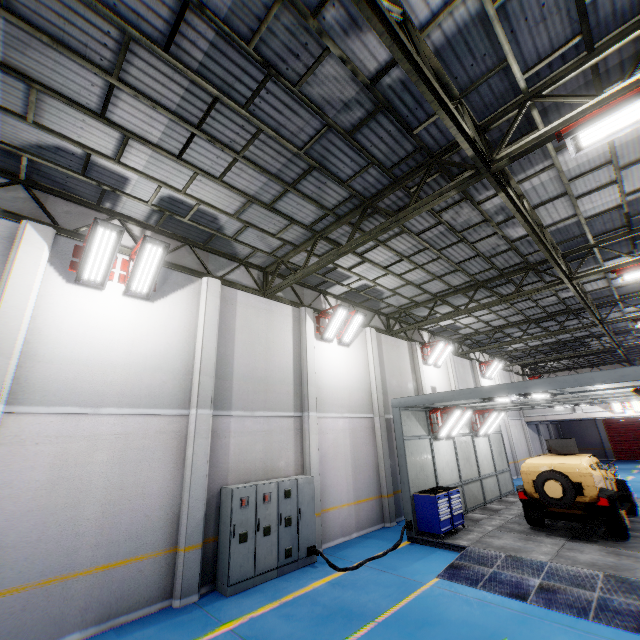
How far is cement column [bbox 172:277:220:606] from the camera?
7.19m

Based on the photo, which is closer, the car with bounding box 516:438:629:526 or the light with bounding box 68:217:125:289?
the light with bounding box 68:217:125:289

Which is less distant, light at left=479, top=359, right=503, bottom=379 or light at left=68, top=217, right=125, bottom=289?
light at left=68, top=217, right=125, bottom=289

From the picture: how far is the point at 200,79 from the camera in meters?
5.5

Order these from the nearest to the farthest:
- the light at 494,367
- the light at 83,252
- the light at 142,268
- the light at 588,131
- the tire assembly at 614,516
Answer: the light at 588,131, the light at 83,252, the light at 142,268, the tire assembly at 614,516, the light at 494,367

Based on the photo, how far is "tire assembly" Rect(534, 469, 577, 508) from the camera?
9.3 meters

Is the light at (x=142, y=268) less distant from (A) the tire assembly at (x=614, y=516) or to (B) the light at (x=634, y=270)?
(B) the light at (x=634, y=270)

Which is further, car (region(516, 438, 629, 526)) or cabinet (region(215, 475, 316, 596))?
car (region(516, 438, 629, 526))
